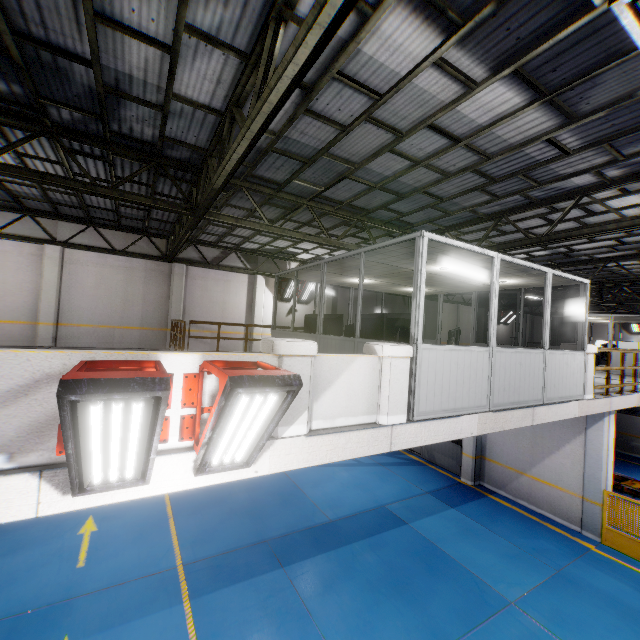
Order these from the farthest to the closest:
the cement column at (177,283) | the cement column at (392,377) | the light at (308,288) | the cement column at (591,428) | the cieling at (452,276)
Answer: the light at (308,288)
the cement column at (177,283)
the cement column at (591,428)
the cieling at (452,276)
the cement column at (392,377)

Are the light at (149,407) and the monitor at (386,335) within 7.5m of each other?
yes

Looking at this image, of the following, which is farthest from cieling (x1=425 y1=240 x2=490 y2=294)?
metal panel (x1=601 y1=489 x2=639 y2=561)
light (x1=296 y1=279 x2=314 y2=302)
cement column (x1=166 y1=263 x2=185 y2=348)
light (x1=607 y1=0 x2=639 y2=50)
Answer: cement column (x1=166 y1=263 x2=185 y2=348)

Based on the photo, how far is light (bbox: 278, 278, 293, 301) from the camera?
16.20m

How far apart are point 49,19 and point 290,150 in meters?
3.8

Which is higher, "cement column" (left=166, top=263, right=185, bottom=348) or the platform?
"cement column" (left=166, top=263, right=185, bottom=348)

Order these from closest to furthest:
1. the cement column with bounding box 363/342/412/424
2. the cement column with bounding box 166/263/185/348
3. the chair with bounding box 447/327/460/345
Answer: the cement column with bounding box 363/342/412/424, the chair with bounding box 447/327/460/345, the cement column with bounding box 166/263/185/348

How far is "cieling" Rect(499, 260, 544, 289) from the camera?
6.83m
